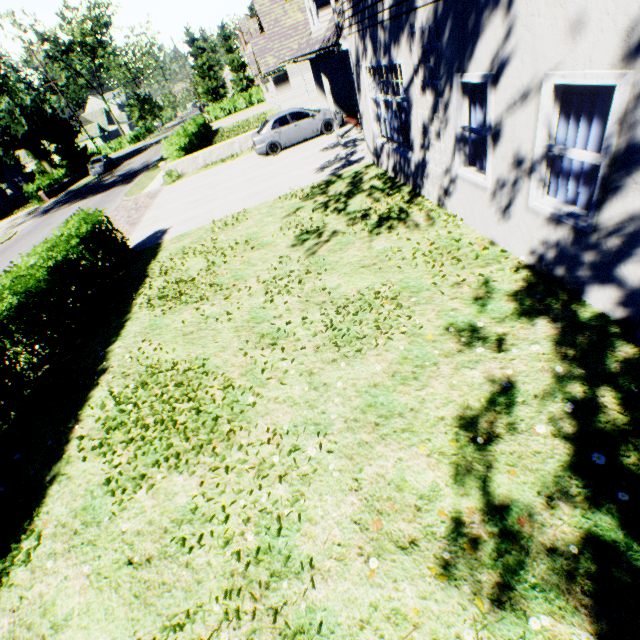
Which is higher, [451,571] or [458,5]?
[458,5]

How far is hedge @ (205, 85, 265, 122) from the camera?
44.8 meters

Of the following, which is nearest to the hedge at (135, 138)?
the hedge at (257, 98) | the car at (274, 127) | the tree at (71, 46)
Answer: the tree at (71, 46)

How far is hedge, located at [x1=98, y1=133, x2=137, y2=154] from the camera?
58.9 meters

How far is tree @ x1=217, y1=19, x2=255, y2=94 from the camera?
53.8m

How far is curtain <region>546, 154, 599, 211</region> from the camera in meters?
3.9 m

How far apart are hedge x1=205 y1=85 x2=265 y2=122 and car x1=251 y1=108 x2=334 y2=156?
34.8 meters

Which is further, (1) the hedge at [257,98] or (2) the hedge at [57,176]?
(1) the hedge at [257,98]
